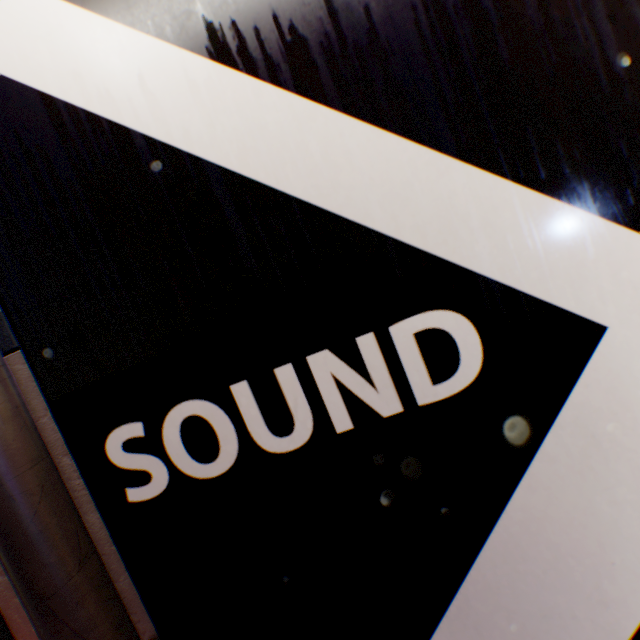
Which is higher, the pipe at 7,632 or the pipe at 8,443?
the pipe at 8,443

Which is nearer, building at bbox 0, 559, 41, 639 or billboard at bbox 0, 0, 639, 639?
billboard at bbox 0, 0, 639, 639

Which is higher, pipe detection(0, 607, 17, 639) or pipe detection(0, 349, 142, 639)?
pipe detection(0, 349, 142, 639)

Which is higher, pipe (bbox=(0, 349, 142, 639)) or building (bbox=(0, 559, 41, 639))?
pipe (bbox=(0, 349, 142, 639))

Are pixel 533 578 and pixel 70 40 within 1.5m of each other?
no

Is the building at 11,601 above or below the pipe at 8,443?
below
